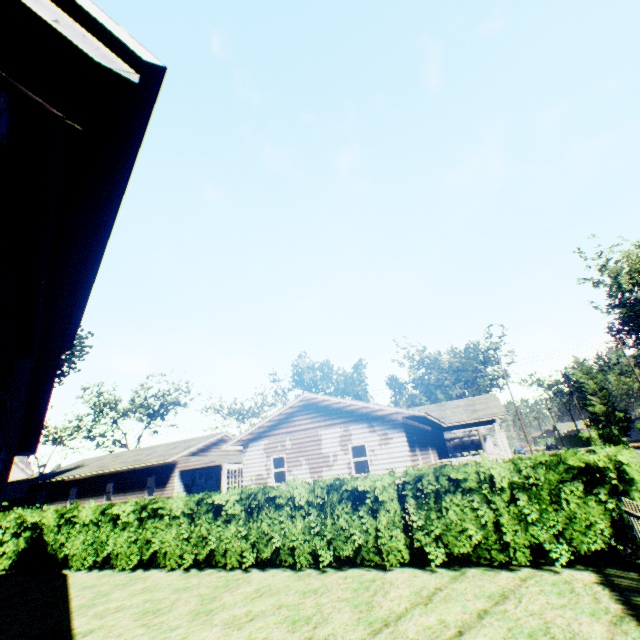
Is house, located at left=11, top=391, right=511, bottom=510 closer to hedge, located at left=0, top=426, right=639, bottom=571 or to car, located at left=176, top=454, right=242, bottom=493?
car, located at left=176, top=454, right=242, bottom=493

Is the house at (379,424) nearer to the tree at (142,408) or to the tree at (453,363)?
the tree at (453,363)

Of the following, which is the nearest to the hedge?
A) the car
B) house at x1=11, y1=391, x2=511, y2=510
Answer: house at x1=11, y1=391, x2=511, y2=510

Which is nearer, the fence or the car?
the fence

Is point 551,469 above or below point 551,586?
above

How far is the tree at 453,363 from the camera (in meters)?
49.91

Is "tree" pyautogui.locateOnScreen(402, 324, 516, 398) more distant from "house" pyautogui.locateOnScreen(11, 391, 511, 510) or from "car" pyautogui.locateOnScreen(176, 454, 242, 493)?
"car" pyautogui.locateOnScreen(176, 454, 242, 493)

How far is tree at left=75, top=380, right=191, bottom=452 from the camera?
45.61m
